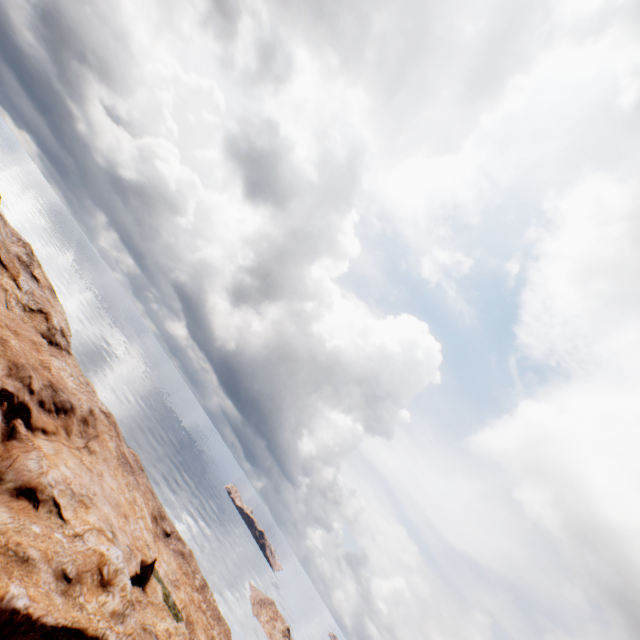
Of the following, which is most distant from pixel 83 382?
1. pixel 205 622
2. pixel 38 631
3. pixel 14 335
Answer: pixel 205 622
